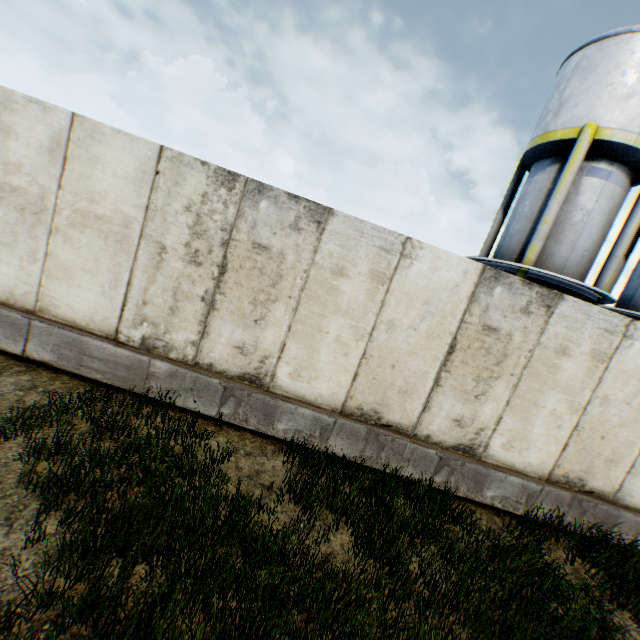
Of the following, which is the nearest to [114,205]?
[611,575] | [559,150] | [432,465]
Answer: [432,465]
